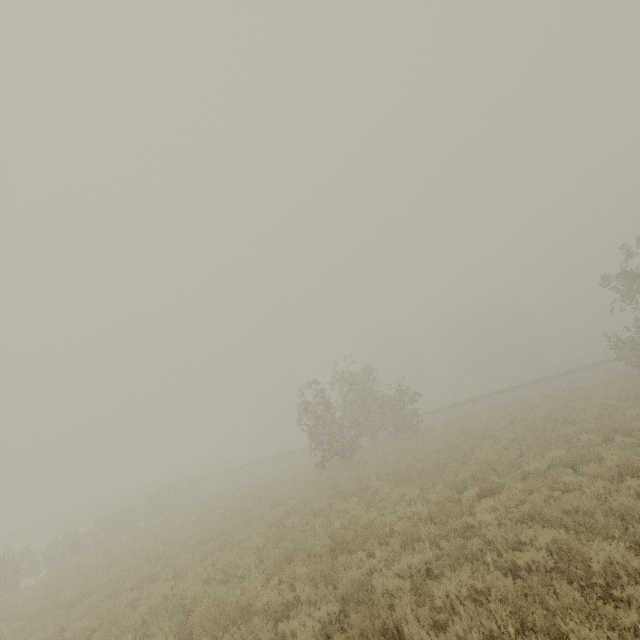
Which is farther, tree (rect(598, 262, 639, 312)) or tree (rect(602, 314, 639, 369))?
tree (rect(602, 314, 639, 369))

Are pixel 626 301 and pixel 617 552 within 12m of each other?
no

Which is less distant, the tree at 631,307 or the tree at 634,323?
the tree at 631,307

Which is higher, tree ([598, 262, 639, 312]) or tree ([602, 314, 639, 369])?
tree ([598, 262, 639, 312])

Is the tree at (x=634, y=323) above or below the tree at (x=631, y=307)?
below
